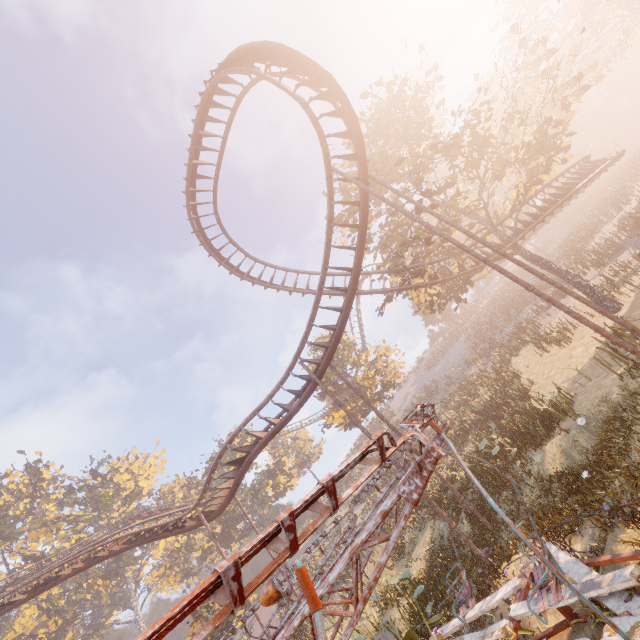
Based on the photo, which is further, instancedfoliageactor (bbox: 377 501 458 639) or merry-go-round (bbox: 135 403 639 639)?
instancedfoliageactor (bbox: 377 501 458 639)

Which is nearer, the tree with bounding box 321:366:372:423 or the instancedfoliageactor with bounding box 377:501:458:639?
the instancedfoliageactor with bounding box 377:501:458:639

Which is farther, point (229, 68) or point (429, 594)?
point (229, 68)

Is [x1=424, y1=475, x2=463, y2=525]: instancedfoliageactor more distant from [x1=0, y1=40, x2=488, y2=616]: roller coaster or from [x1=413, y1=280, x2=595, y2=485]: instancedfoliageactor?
[x1=413, y1=280, x2=595, y2=485]: instancedfoliageactor

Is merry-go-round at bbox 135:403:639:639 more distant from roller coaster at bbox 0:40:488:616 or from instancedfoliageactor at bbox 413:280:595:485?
instancedfoliageactor at bbox 413:280:595:485

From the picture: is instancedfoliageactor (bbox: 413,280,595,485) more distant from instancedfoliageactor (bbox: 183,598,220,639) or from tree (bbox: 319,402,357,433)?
instancedfoliageactor (bbox: 183,598,220,639)

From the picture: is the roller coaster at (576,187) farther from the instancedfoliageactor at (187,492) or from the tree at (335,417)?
the instancedfoliageactor at (187,492)

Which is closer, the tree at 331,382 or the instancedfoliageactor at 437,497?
the instancedfoliageactor at 437,497
